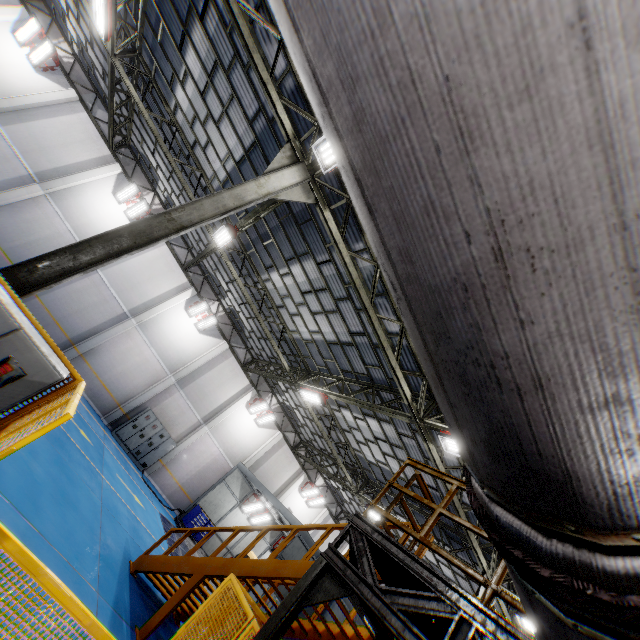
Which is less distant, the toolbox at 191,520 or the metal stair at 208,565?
the metal stair at 208,565

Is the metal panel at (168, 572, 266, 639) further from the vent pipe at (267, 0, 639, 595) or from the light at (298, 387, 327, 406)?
the light at (298, 387, 327, 406)

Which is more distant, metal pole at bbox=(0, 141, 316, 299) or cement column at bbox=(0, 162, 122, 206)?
cement column at bbox=(0, 162, 122, 206)

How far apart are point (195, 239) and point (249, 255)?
6.1m

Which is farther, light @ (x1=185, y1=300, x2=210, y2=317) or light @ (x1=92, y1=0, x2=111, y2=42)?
light @ (x1=185, y1=300, x2=210, y2=317)

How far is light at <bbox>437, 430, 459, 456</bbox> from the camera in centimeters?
825cm

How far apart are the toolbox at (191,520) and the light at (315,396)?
9.6 meters

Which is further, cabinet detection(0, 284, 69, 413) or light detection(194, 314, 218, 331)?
light detection(194, 314, 218, 331)
